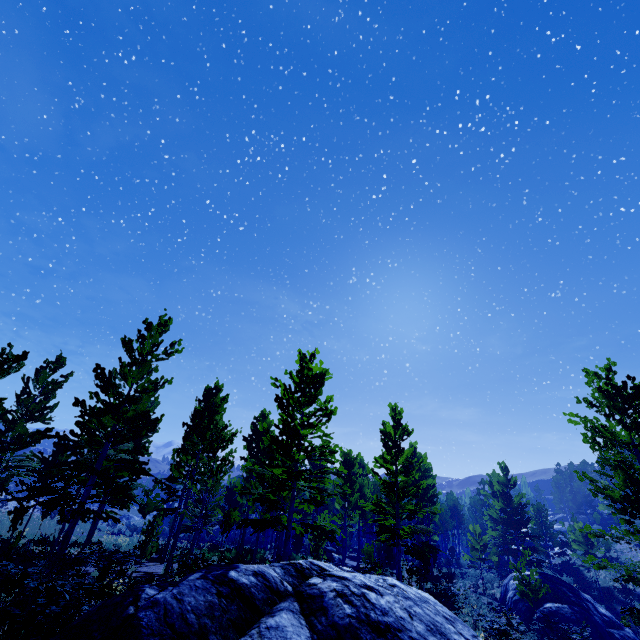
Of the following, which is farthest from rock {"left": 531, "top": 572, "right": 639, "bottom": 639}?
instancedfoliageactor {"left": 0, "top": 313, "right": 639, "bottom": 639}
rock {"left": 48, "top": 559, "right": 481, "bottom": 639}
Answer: rock {"left": 48, "top": 559, "right": 481, "bottom": 639}

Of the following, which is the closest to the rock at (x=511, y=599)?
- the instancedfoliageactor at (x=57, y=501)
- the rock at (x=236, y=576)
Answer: the instancedfoliageactor at (x=57, y=501)

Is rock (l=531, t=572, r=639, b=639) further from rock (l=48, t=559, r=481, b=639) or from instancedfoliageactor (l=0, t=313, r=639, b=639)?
rock (l=48, t=559, r=481, b=639)

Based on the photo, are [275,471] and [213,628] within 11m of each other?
yes

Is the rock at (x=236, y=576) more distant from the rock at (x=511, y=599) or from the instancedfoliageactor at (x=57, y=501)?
the rock at (x=511, y=599)

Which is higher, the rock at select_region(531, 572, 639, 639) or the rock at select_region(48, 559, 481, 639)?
the rock at select_region(48, 559, 481, 639)
